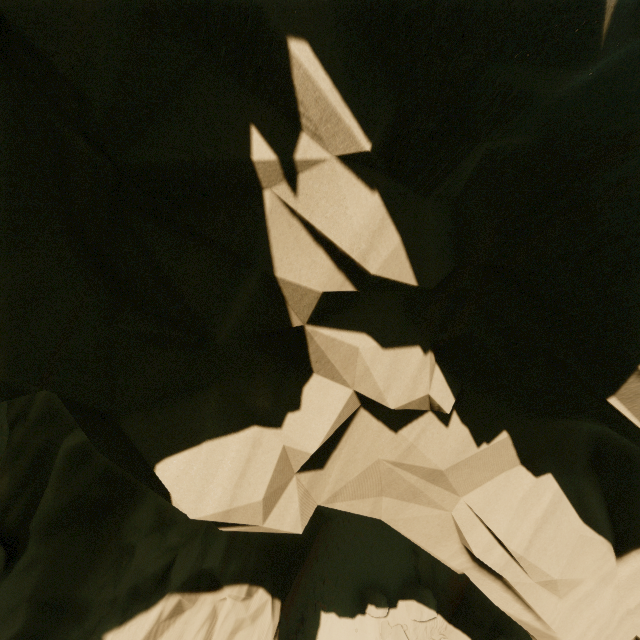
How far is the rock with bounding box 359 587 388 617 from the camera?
16.4 meters

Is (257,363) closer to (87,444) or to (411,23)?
(411,23)

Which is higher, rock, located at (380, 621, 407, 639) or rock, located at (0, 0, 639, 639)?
rock, located at (0, 0, 639, 639)

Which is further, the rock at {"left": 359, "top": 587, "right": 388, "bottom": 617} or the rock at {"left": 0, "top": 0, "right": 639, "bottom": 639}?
the rock at {"left": 359, "top": 587, "right": 388, "bottom": 617}

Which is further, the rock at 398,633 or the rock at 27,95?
the rock at 398,633

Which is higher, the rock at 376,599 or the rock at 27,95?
the rock at 27,95
